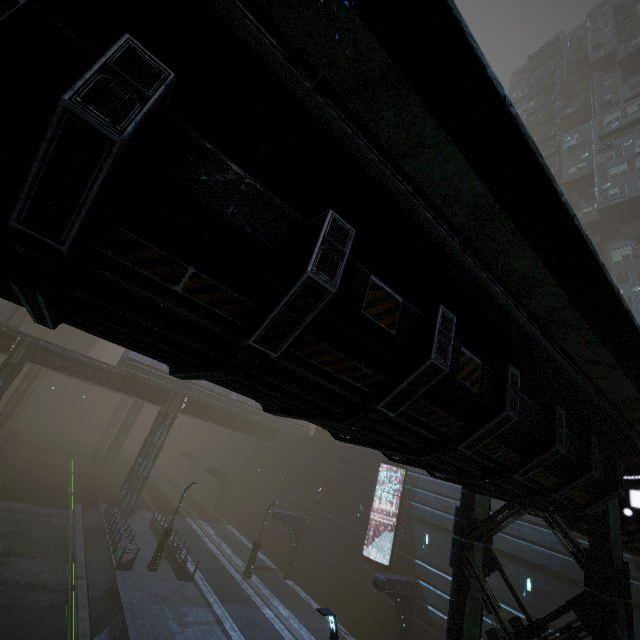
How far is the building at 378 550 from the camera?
23.08m

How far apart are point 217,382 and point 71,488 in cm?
4595

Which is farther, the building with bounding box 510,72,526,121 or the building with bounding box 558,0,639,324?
the building with bounding box 510,72,526,121

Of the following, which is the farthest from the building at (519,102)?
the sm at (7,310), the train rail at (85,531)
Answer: the sm at (7,310)

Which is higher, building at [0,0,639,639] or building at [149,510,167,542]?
building at [0,0,639,639]

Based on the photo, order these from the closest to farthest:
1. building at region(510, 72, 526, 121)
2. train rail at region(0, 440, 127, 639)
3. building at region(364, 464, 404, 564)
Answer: train rail at region(0, 440, 127, 639) → building at region(364, 464, 404, 564) → building at region(510, 72, 526, 121)

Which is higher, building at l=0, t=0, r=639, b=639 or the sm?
the sm
